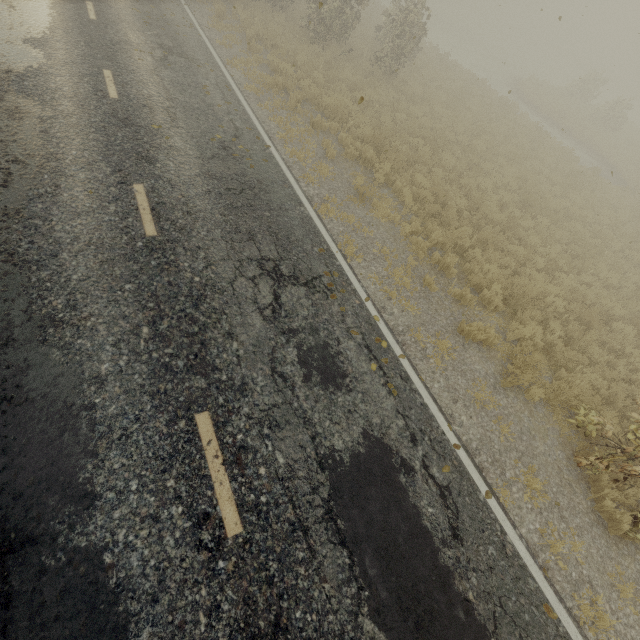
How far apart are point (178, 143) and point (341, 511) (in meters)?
8.44
